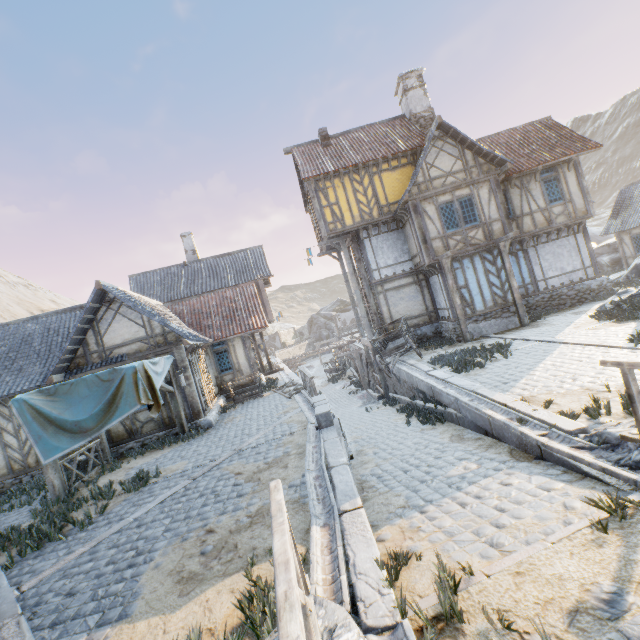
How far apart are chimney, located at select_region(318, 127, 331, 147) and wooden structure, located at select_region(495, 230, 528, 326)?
10.1m

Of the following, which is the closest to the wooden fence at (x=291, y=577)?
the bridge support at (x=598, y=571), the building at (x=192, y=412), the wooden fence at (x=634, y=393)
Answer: the bridge support at (x=598, y=571)

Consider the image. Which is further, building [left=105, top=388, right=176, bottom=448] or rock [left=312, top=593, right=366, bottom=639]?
building [left=105, top=388, right=176, bottom=448]

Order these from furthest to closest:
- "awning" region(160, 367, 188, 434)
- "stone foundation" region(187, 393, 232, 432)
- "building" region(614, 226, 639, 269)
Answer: "building" region(614, 226, 639, 269) → "stone foundation" region(187, 393, 232, 432) → "awning" region(160, 367, 188, 434)

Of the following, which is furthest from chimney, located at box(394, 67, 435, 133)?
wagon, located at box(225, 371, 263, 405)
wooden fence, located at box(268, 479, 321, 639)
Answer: wooden fence, located at box(268, 479, 321, 639)

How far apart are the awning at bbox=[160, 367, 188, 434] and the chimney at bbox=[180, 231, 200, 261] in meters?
14.4 m

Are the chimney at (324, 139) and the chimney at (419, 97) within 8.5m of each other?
yes

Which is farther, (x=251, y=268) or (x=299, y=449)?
(x=251, y=268)
